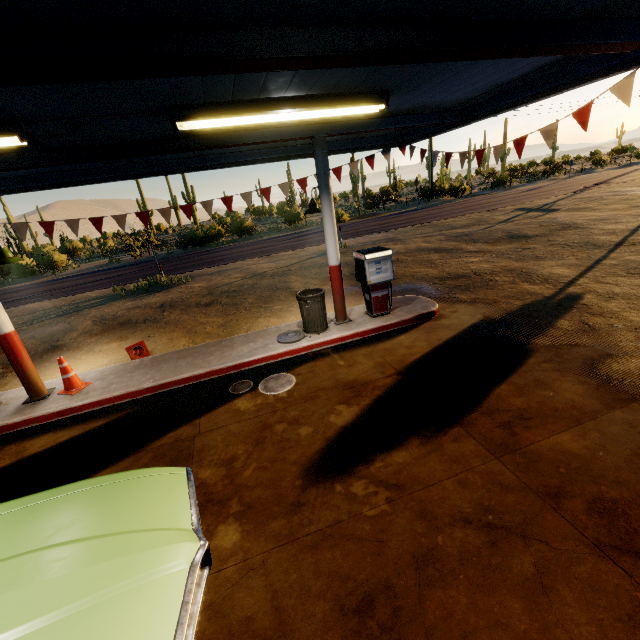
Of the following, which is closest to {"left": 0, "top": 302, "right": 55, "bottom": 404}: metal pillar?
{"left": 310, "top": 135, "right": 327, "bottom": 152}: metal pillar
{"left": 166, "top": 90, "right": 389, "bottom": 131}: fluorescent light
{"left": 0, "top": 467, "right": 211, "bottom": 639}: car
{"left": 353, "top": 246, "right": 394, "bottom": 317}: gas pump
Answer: {"left": 0, "top": 467, "right": 211, "bottom": 639}: car

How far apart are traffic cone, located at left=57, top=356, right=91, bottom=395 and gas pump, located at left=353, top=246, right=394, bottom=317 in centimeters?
602cm

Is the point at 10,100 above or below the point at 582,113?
above

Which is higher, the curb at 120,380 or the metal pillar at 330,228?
the metal pillar at 330,228

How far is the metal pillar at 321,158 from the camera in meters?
6.3

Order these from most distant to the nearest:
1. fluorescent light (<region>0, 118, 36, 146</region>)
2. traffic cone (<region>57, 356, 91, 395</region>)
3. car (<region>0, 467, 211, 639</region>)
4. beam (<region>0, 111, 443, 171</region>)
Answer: traffic cone (<region>57, 356, 91, 395</region>), beam (<region>0, 111, 443, 171</region>), fluorescent light (<region>0, 118, 36, 146</region>), car (<region>0, 467, 211, 639</region>)

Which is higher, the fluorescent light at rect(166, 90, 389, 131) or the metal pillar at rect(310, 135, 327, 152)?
the fluorescent light at rect(166, 90, 389, 131)

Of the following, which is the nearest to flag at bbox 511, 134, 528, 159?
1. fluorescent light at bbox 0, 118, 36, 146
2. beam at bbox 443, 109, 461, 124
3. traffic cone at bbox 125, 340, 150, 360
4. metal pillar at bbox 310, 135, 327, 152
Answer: beam at bbox 443, 109, 461, 124
